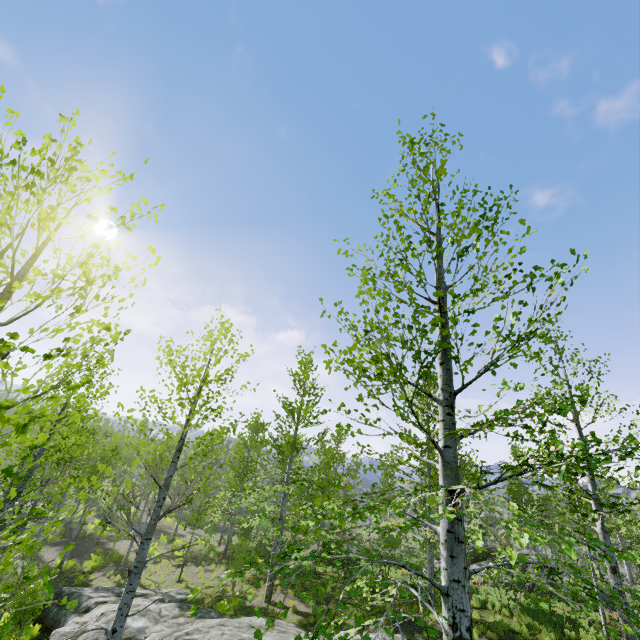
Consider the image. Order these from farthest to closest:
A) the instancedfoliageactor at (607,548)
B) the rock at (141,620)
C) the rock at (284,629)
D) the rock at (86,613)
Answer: the rock at (86,613) < the rock at (141,620) < the rock at (284,629) < the instancedfoliageactor at (607,548)

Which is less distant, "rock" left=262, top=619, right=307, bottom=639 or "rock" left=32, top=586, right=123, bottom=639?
"rock" left=262, top=619, right=307, bottom=639

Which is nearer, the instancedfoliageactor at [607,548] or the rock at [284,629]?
the instancedfoliageactor at [607,548]

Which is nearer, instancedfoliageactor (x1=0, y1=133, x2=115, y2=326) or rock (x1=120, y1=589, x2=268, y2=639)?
instancedfoliageactor (x1=0, y1=133, x2=115, y2=326)

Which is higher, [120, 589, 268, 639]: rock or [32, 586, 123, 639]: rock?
[120, 589, 268, 639]: rock

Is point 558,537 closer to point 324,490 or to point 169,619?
point 324,490

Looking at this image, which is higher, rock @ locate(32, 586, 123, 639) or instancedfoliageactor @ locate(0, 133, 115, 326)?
instancedfoliageactor @ locate(0, 133, 115, 326)
